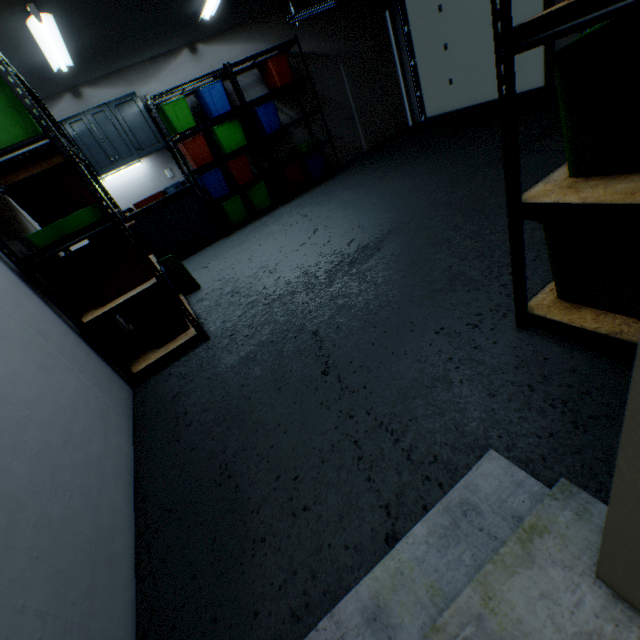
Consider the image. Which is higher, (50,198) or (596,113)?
(50,198)

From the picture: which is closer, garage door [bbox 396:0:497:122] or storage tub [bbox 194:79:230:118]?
storage tub [bbox 194:79:230:118]

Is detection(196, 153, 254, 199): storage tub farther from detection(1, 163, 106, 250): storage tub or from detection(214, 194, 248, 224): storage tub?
detection(1, 163, 106, 250): storage tub

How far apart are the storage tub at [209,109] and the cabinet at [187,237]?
1.00m

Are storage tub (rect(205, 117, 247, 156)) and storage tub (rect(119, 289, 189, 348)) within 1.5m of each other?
no

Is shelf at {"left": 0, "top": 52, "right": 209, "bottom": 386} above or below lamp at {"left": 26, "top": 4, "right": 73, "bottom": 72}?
below

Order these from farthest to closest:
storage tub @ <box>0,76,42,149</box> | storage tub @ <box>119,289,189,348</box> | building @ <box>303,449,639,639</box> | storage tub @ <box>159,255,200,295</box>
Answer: storage tub @ <box>159,255,200,295</box> < storage tub @ <box>119,289,189,348</box> < storage tub @ <box>0,76,42,149</box> < building @ <box>303,449,639,639</box>

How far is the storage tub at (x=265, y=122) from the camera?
4.83m
